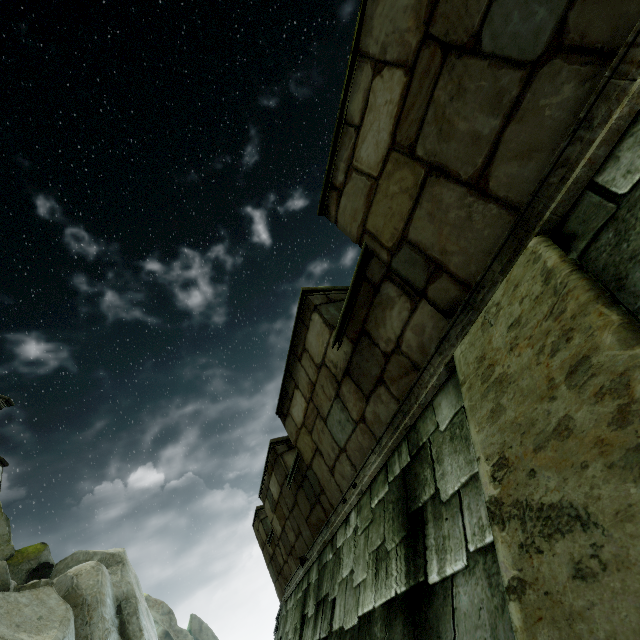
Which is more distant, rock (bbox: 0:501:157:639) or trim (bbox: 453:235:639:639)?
rock (bbox: 0:501:157:639)

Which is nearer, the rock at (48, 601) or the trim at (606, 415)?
the trim at (606, 415)

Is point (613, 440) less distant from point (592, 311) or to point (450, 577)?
point (592, 311)

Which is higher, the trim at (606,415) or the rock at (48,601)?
the rock at (48,601)

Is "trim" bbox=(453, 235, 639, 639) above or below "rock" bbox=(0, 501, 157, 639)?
below
